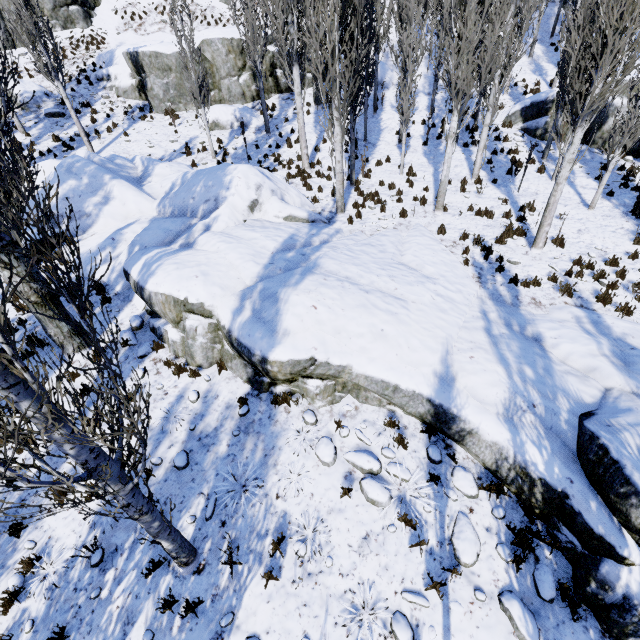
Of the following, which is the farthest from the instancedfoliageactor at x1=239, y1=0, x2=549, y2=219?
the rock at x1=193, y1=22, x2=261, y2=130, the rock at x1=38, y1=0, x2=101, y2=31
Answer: the rock at x1=193, y1=22, x2=261, y2=130

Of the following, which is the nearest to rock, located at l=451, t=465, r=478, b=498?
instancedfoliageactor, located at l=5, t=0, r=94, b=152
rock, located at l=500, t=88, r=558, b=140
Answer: instancedfoliageactor, located at l=5, t=0, r=94, b=152

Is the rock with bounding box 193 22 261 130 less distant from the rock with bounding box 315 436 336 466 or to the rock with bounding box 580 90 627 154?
the rock with bounding box 315 436 336 466

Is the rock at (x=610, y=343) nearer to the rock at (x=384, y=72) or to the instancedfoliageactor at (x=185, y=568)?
the instancedfoliageactor at (x=185, y=568)

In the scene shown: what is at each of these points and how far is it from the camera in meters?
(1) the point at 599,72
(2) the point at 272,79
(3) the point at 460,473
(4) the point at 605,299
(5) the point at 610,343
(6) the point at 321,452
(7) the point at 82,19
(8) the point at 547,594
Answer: (1) instancedfoliageactor, 7.5 m
(2) rock, 21.4 m
(3) rock, 5.8 m
(4) instancedfoliageactor, 8.5 m
(5) rock, 7.1 m
(6) rock, 6.2 m
(7) rock, 23.0 m
(8) rock, 4.6 m

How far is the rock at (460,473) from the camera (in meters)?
5.55

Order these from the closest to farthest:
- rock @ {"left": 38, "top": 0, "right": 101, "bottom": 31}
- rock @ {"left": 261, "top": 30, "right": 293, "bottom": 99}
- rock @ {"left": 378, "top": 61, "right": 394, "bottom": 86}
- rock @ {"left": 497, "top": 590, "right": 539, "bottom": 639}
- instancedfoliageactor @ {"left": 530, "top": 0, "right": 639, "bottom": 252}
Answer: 1. rock @ {"left": 497, "top": 590, "right": 539, "bottom": 639}
2. instancedfoliageactor @ {"left": 530, "top": 0, "right": 639, "bottom": 252}
3. rock @ {"left": 261, "top": 30, "right": 293, "bottom": 99}
4. rock @ {"left": 38, "top": 0, "right": 101, "bottom": 31}
5. rock @ {"left": 378, "top": 61, "right": 394, "bottom": 86}

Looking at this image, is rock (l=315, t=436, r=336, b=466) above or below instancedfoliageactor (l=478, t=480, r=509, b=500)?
above
